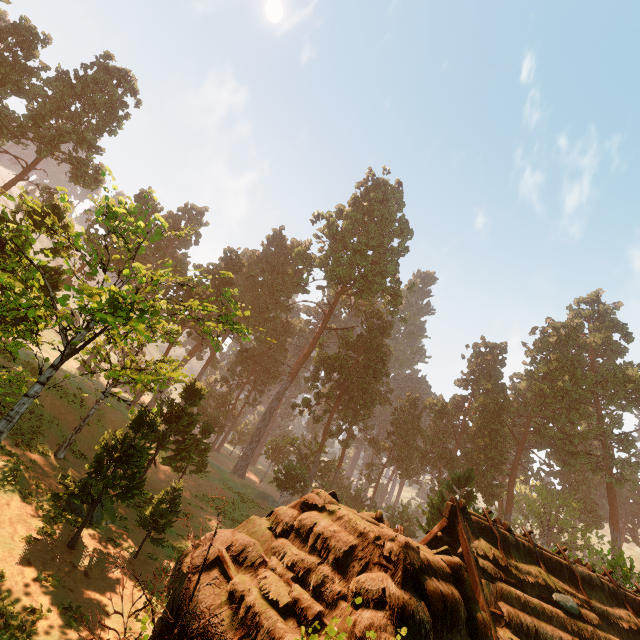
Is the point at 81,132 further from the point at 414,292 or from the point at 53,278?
the point at 414,292

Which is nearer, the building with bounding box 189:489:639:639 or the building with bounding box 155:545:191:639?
the building with bounding box 189:489:639:639

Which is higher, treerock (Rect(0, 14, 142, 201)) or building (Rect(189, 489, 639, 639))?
treerock (Rect(0, 14, 142, 201))

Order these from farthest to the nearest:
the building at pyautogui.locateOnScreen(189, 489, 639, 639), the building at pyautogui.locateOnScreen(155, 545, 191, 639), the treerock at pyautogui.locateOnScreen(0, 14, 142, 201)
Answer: the treerock at pyautogui.locateOnScreen(0, 14, 142, 201) < the building at pyautogui.locateOnScreen(155, 545, 191, 639) < the building at pyautogui.locateOnScreen(189, 489, 639, 639)

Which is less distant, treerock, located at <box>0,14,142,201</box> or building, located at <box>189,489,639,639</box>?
building, located at <box>189,489,639,639</box>

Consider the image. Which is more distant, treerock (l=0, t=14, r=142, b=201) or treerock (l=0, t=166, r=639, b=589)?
treerock (l=0, t=14, r=142, b=201)

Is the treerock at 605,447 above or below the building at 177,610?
above
